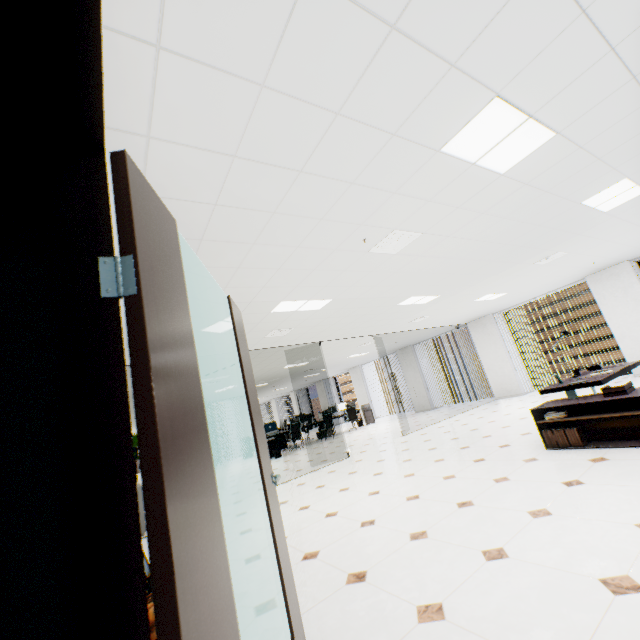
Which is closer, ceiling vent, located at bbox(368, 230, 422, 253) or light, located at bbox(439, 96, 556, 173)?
light, located at bbox(439, 96, 556, 173)

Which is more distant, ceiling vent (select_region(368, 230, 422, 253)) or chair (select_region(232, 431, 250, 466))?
chair (select_region(232, 431, 250, 466))

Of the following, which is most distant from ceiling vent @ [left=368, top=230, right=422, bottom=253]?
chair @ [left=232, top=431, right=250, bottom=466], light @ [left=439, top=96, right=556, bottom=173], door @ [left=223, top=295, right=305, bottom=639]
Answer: chair @ [left=232, top=431, right=250, bottom=466]

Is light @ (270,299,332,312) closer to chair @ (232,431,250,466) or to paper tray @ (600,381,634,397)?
paper tray @ (600,381,634,397)

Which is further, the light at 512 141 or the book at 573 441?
the book at 573 441

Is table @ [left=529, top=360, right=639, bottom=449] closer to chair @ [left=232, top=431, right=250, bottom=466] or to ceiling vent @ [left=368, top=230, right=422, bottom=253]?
ceiling vent @ [left=368, top=230, right=422, bottom=253]

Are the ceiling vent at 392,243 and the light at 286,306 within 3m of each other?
yes

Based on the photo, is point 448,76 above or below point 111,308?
above
